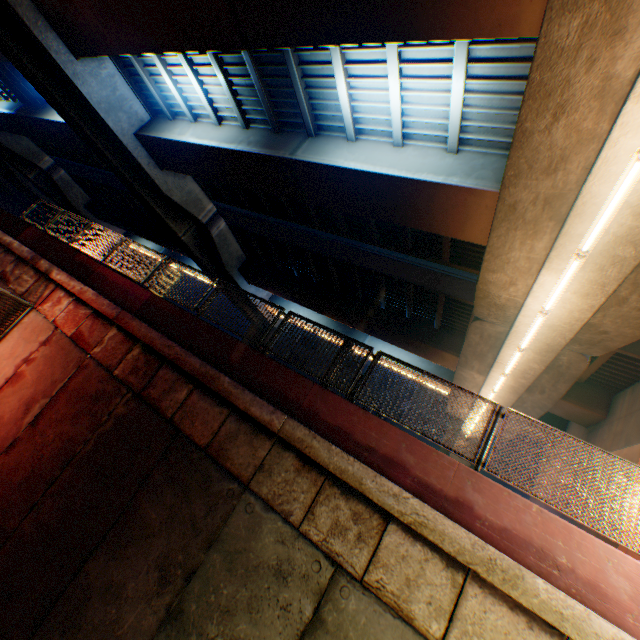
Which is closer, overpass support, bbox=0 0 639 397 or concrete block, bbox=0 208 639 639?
concrete block, bbox=0 208 639 639

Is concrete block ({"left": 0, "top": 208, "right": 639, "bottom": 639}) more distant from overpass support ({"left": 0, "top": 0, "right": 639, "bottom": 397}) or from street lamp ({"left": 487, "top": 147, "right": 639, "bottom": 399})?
street lamp ({"left": 487, "top": 147, "right": 639, "bottom": 399})

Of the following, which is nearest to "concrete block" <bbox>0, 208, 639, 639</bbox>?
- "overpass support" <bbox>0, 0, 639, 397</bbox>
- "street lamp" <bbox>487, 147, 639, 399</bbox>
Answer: "overpass support" <bbox>0, 0, 639, 397</bbox>

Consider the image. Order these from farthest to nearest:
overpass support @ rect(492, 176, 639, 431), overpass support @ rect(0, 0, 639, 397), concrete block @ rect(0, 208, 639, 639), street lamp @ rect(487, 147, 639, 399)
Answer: overpass support @ rect(492, 176, 639, 431) → overpass support @ rect(0, 0, 639, 397) → street lamp @ rect(487, 147, 639, 399) → concrete block @ rect(0, 208, 639, 639)

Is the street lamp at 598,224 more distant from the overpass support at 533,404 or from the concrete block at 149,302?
the concrete block at 149,302

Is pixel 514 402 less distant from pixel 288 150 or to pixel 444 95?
pixel 444 95

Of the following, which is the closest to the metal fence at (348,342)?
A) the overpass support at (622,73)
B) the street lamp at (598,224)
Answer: the overpass support at (622,73)
